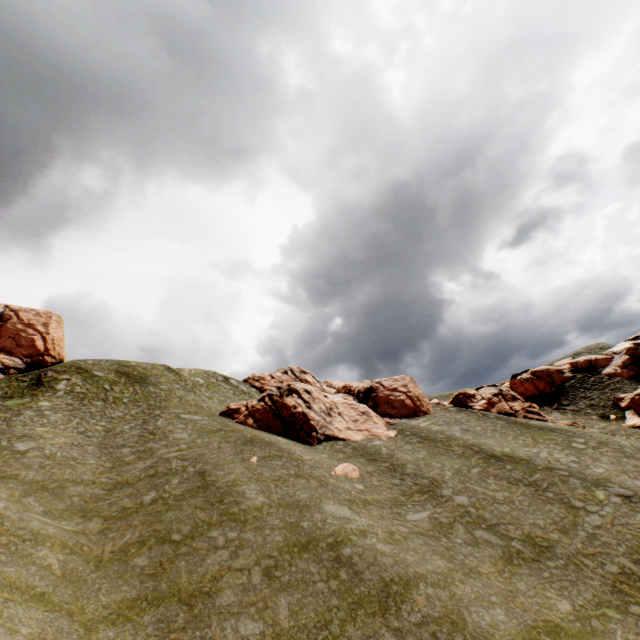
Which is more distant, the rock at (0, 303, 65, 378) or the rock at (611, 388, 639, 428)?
the rock at (0, 303, 65, 378)

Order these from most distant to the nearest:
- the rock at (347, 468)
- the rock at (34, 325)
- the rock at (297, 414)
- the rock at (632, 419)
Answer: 1. the rock at (34, 325)
2. the rock at (632, 419)
3. the rock at (297, 414)
4. the rock at (347, 468)

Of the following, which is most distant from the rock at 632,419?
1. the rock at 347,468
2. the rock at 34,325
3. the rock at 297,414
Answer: the rock at 347,468

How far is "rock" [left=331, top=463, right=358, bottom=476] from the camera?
23.81m

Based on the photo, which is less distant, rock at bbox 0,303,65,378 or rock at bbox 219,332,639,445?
rock at bbox 219,332,639,445

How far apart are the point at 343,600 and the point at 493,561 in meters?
8.3

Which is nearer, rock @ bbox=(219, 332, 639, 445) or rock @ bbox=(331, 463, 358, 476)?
rock @ bbox=(331, 463, 358, 476)

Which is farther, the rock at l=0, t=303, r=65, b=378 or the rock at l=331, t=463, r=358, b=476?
the rock at l=0, t=303, r=65, b=378
